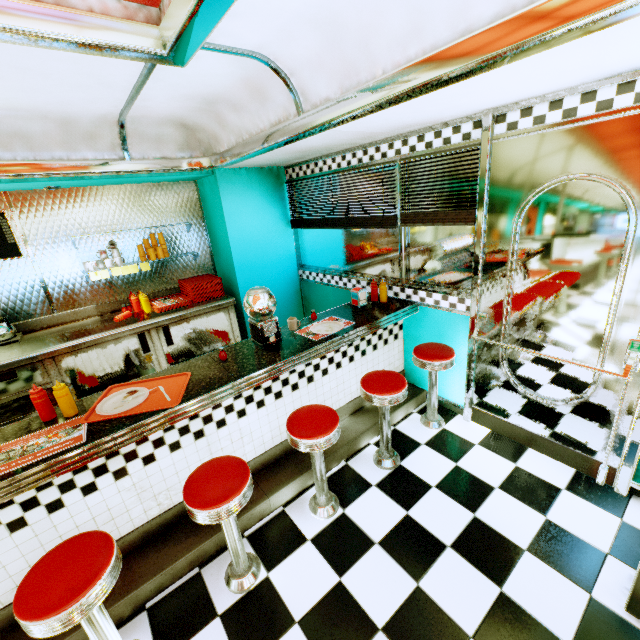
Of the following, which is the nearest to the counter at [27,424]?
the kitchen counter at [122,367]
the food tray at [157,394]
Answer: the food tray at [157,394]

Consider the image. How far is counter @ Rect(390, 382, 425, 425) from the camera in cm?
327

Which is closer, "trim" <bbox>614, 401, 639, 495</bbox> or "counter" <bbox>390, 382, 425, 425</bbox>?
"trim" <bbox>614, 401, 639, 495</bbox>

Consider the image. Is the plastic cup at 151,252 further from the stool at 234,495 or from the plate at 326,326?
the stool at 234,495

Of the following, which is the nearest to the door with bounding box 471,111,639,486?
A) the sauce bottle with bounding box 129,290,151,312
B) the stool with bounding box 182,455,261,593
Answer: the stool with bounding box 182,455,261,593

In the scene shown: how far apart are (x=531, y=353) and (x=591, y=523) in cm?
118

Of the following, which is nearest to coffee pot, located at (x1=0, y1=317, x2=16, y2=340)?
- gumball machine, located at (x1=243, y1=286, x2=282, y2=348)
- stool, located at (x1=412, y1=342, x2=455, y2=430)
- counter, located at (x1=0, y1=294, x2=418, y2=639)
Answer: counter, located at (x1=0, y1=294, x2=418, y2=639)

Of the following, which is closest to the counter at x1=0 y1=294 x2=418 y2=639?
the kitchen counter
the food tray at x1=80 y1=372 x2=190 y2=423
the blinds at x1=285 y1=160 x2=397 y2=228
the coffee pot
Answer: the food tray at x1=80 y1=372 x2=190 y2=423
